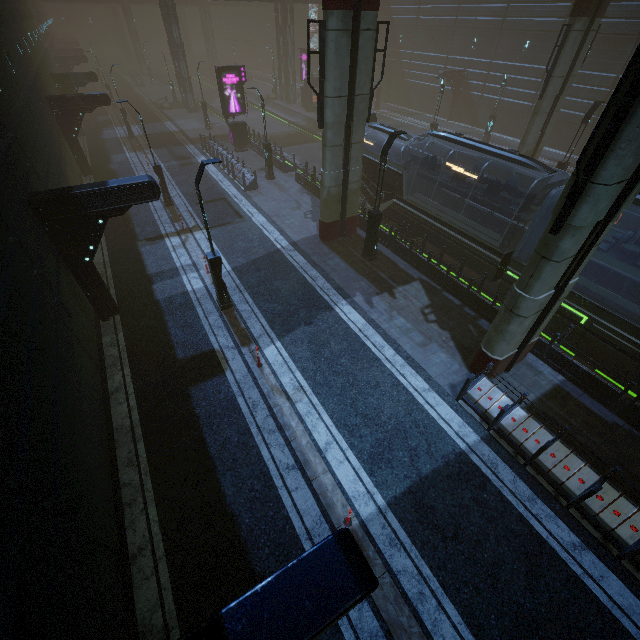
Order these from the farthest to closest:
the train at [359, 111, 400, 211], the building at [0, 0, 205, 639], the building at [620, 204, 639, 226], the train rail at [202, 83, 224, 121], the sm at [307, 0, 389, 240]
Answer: the train rail at [202, 83, 224, 121] < the building at [620, 204, 639, 226] < the train at [359, 111, 400, 211] < the sm at [307, 0, 389, 240] < the building at [0, 0, 205, 639]

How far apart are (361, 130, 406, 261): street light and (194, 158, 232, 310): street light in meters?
6.7

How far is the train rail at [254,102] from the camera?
→ 38.41m

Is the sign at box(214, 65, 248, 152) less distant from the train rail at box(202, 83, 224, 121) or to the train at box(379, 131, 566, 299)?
the train rail at box(202, 83, 224, 121)

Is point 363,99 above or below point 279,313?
above

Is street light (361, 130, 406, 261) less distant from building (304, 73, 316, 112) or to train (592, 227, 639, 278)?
building (304, 73, 316, 112)

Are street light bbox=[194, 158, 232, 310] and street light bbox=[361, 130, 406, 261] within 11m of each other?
yes

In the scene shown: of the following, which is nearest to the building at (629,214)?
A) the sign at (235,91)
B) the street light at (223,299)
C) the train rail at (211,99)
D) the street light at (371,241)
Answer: the train rail at (211,99)
